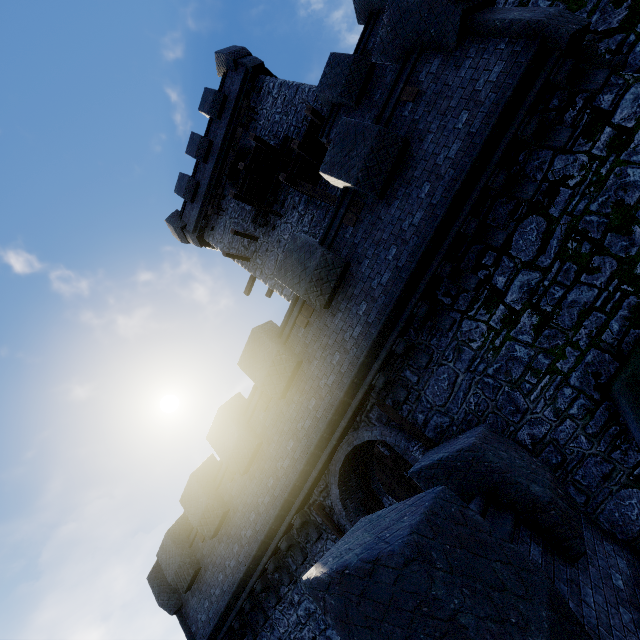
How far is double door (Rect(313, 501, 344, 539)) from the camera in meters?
8.6 m

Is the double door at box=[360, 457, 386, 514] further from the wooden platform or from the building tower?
the wooden platform

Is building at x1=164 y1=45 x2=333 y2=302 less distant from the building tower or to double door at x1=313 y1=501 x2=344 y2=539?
the building tower

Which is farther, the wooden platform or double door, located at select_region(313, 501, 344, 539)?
double door, located at select_region(313, 501, 344, 539)

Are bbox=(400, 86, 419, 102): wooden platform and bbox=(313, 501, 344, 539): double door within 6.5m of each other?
no

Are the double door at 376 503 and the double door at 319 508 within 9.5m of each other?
yes

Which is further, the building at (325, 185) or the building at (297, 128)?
the building at (297, 128)

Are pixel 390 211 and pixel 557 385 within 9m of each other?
yes
